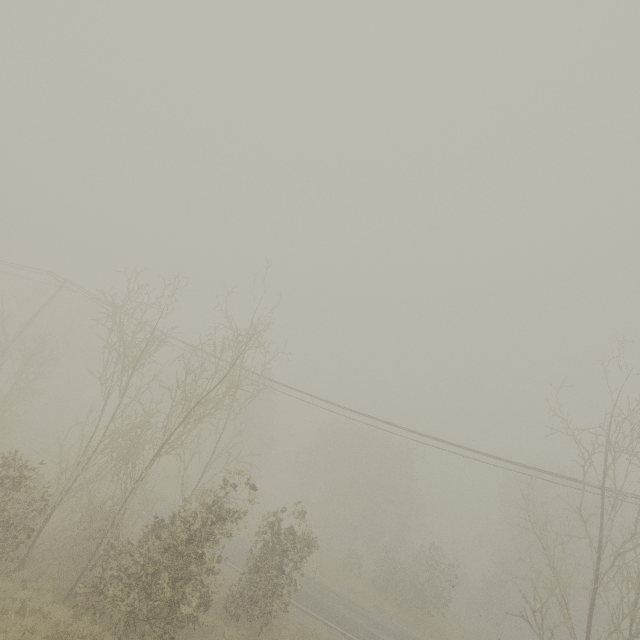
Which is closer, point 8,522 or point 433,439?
point 8,522
